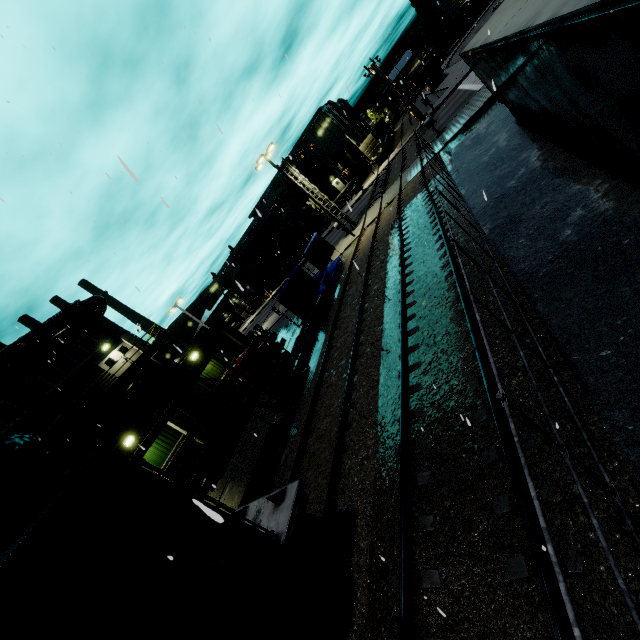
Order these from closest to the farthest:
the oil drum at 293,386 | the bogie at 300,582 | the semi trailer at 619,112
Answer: the semi trailer at 619,112 → the bogie at 300,582 → the oil drum at 293,386

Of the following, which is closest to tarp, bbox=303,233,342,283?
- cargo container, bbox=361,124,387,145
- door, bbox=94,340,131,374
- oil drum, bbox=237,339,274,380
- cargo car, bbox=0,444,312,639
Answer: cargo container, bbox=361,124,387,145

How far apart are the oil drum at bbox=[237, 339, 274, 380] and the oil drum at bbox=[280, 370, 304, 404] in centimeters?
134cm

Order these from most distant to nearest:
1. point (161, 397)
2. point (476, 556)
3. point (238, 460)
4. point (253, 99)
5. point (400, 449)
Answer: point (161, 397) → point (238, 460) → point (253, 99) → point (400, 449) → point (476, 556)

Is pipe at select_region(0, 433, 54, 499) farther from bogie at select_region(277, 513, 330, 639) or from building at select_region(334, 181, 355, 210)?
bogie at select_region(277, 513, 330, 639)

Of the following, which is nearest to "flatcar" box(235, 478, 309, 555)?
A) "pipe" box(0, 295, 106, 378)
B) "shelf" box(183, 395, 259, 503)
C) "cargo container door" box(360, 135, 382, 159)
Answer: "shelf" box(183, 395, 259, 503)

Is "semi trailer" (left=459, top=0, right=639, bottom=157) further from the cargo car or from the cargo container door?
the cargo container door

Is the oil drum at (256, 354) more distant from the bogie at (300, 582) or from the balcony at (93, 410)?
the balcony at (93, 410)
